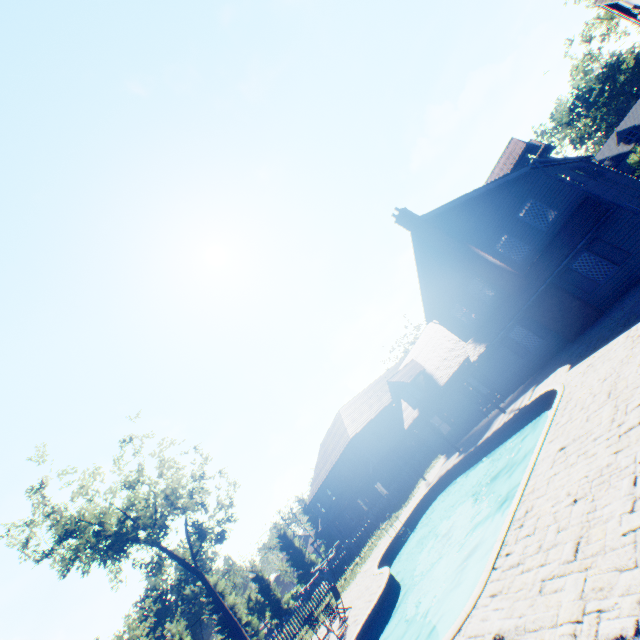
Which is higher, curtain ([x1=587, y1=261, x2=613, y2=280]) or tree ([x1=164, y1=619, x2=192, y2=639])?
tree ([x1=164, y1=619, x2=192, y2=639])

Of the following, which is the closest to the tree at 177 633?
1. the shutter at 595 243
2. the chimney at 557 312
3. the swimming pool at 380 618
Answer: the swimming pool at 380 618

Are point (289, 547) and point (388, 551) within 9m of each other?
no

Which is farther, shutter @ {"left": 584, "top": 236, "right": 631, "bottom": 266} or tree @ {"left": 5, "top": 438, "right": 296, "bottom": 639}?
tree @ {"left": 5, "top": 438, "right": 296, "bottom": 639}

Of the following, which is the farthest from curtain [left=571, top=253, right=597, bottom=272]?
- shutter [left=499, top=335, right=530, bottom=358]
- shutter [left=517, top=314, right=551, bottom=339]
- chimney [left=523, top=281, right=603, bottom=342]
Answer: shutter [left=499, top=335, right=530, bottom=358]

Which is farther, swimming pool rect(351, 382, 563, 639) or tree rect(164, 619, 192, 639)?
tree rect(164, 619, 192, 639)

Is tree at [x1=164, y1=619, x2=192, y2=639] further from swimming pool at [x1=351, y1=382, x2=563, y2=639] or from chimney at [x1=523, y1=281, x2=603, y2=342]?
chimney at [x1=523, y1=281, x2=603, y2=342]

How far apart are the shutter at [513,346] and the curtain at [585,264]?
5.0m
